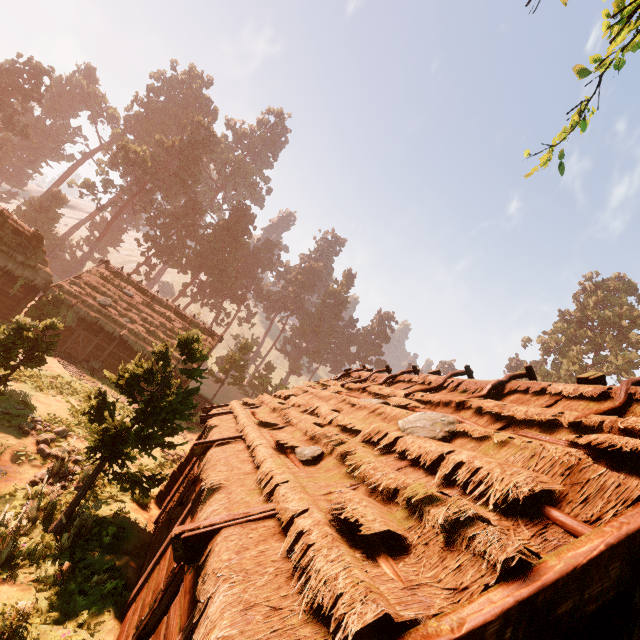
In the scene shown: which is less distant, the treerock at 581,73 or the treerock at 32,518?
the treerock at 581,73

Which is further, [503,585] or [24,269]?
[24,269]

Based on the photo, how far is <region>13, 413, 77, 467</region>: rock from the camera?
11.8m

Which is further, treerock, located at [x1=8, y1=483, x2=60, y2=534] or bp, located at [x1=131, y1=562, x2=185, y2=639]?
treerock, located at [x1=8, y1=483, x2=60, y2=534]

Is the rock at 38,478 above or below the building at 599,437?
below

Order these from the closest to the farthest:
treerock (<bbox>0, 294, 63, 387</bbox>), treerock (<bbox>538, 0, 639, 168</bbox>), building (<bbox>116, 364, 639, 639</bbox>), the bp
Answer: building (<bbox>116, 364, 639, 639</bbox>)
treerock (<bbox>538, 0, 639, 168</bbox>)
the bp
treerock (<bbox>0, 294, 63, 387</bbox>)

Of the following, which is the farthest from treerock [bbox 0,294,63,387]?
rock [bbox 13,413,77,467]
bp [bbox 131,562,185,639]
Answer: bp [bbox 131,562,185,639]
